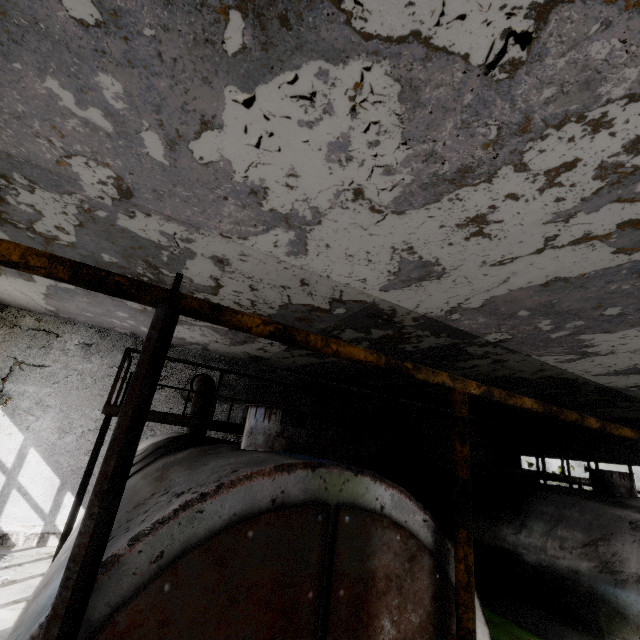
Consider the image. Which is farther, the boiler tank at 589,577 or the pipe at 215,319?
the boiler tank at 589,577

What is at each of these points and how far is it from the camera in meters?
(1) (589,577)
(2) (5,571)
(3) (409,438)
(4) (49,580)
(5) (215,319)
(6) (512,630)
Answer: (1) boiler tank, 5.4 m
(2) concrete debris, 7.9 m
(3) pipe, 11.9 m
(4) boiler tank, 2.3 m
(5) pipe, 1.9 m
(6) power box, 3.1 m

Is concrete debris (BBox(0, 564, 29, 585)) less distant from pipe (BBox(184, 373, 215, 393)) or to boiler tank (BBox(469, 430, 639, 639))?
boiler tank (BBox(469, 430, 639, 639))

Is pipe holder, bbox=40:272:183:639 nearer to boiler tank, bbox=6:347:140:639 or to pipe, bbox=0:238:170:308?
boiler tank, bbox=6:347:140:639

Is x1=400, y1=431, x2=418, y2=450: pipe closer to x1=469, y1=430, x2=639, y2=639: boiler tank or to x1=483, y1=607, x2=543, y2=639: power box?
x1=469, y1=430, x2=639, y2=639: boiler tank

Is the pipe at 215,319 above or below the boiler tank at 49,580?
above

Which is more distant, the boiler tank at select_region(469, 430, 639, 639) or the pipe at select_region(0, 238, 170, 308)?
the boiler tank at select_region(469, 430, 639, 639)

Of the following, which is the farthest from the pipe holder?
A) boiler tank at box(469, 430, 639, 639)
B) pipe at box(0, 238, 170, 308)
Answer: pipe at box(0, 238, 170, 308)
